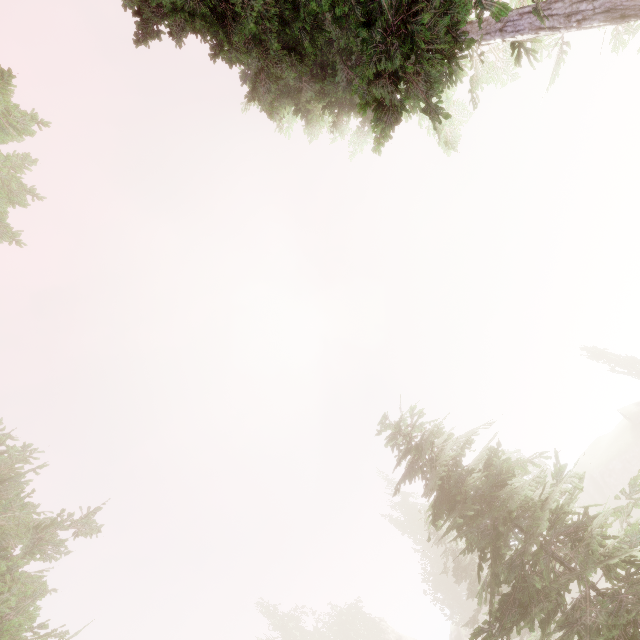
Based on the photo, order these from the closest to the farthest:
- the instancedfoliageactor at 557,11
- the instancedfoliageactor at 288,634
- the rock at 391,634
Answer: the instancedfoliageactor at 557,11 → the instancedfoliageactor at 288,634 → the rock at 391,634

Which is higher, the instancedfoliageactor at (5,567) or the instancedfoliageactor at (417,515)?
the instancedfoliageactor at (5,567)

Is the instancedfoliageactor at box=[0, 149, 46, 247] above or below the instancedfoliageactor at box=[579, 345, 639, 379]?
above

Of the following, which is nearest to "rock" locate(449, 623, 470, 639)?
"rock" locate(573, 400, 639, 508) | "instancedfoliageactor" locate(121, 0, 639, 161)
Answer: "instancedfoliageactor" locate(121, 0, 639, 161)

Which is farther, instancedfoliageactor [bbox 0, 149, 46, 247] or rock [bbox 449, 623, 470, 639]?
rock [bbox 449, 623, 470, 639]

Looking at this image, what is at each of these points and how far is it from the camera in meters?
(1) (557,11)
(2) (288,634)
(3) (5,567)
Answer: (1) instancedfoliageactor, 6.3 m
(2) instancedfoliageactor, 44.7 m
(3) instancedfoliageactor, 7.7 m
